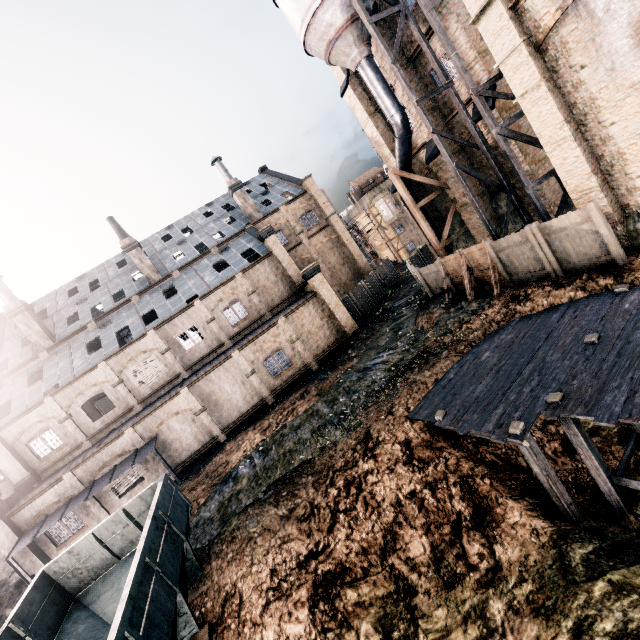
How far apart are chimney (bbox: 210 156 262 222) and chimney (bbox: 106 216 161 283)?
10.8m

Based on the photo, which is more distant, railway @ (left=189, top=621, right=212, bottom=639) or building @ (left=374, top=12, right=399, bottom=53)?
building @ (left=374, top=12, right=399, bottom=53)

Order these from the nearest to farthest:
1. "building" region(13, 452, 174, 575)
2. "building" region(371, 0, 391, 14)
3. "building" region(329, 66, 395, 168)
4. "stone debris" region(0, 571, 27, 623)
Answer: "stone debris" region(0, 571, 27, 623) < "building" region(371, 0, 391, 14) < "building" region(13, 452, 174, 575) < "building" region(329, 66, 395, 168)

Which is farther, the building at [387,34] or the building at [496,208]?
the building at [496,208]

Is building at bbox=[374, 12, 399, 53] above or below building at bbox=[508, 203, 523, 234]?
above

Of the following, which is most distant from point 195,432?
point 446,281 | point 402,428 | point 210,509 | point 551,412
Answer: point 551,412

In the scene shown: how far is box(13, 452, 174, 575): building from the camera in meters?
20.6
